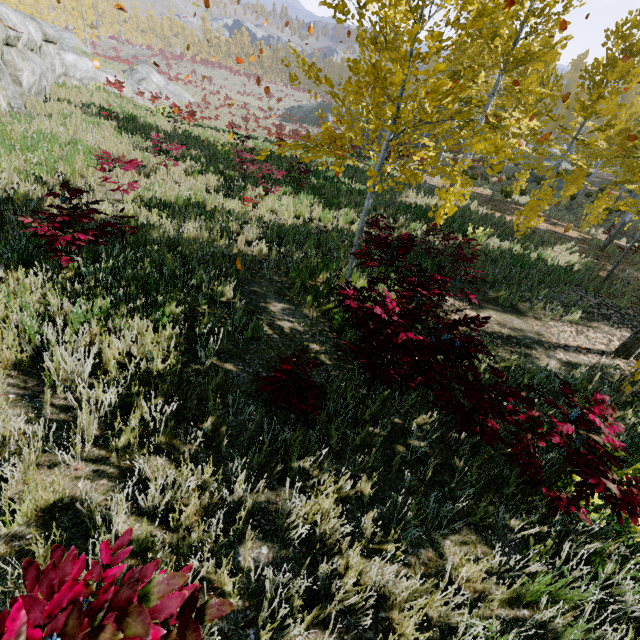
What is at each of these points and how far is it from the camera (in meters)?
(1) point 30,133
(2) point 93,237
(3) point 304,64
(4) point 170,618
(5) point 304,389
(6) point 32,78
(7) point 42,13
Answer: (1) instancedfoliageactor, 7.96
(2) instancedfoliageactor, 3.89
(3) instancedfoliageactor, 4.09
(4) instancedfoliageactor, 1.05
(5) instancedfoliageactor, 3.14
(6) rock, 11.03
(7) instancedfoliageactor, 49.19

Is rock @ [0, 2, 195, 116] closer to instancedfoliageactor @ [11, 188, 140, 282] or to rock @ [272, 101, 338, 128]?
instancedfoliageactor @ [11, 188, 140, 282]

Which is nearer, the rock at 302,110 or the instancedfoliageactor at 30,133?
the instancedfoliageactor at 30,133

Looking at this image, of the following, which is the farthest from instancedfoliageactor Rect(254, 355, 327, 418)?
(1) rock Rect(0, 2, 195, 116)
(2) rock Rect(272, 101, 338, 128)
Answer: (1) rock Rect(0, 2, 195, 116)

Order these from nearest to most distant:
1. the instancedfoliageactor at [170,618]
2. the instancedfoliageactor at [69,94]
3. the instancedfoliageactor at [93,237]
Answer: the instancedfoliageactor at [170,618]
the instancedfoliageactor at [93,237]
the instancedfoliageactor at [69,94]

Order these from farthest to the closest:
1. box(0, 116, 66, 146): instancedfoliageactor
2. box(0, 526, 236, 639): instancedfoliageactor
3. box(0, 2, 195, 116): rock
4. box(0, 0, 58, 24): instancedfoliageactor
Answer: box(0, 0, 58, 24): instancedfoliageactor < box(0, 2, 195, 116): rock < box(0, 116, 66, 146): instancedfoliageactor < box(0, 526, 236, 639): instancedfoliageactor
